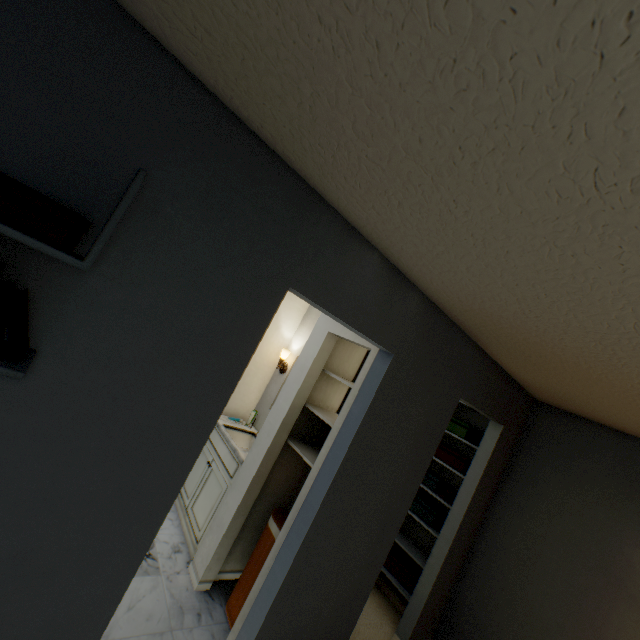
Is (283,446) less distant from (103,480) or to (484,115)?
(103,480)

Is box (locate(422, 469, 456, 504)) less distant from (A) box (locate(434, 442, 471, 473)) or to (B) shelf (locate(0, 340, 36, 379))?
(A) box (locate(434, 442, 471, 473))

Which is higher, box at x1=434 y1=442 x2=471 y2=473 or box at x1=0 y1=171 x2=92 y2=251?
box at x1=0 y1=171 x2=92 y2=251

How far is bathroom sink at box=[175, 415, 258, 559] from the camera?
2.7 meters

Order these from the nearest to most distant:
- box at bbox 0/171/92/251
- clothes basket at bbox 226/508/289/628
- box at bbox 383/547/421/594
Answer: box at bbox 0/171/92/251, clothes basket at bbox 226/508/289/628, box at bbox 383/547/421/594

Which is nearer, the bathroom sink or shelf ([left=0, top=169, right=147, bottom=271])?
shelf ([left=0, top=169, right=147, bottom=271])

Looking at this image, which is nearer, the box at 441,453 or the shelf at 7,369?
the shelf at 7,369

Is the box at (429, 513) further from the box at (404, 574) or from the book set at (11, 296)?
the book set at (11, 296)
